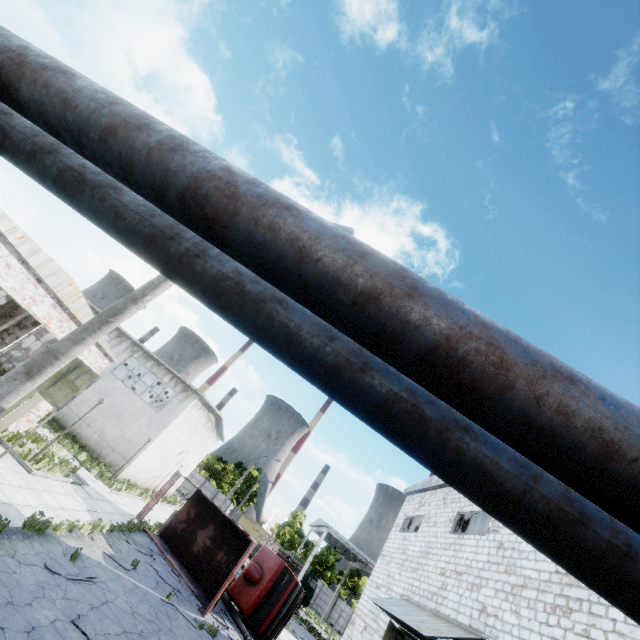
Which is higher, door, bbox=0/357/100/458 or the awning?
the awning

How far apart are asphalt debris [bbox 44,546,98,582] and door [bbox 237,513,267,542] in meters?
55.4 m

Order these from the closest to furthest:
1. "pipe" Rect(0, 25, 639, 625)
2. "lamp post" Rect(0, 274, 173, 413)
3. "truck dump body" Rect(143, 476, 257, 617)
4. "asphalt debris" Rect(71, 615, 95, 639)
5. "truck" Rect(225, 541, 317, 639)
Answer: "pipe" Rect(0, 25, 639, 625) < "lamp post" Rect(0, 274, 173, 413) < "asphalt debris" Rect(71, 615, 95, 639) < "truck dump body" Rect(143, 476, 257, 617) < "truck" Rect(225, 541, 317, 639)

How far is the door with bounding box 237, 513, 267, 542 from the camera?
56.1m

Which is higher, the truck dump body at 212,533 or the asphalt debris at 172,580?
the truck dump body at 212,533

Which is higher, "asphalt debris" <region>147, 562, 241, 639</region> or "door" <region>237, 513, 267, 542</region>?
"door" <region>237, 513, 267, 542</region>

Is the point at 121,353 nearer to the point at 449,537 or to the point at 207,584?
the point at 207,584

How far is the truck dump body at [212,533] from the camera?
15.27m
